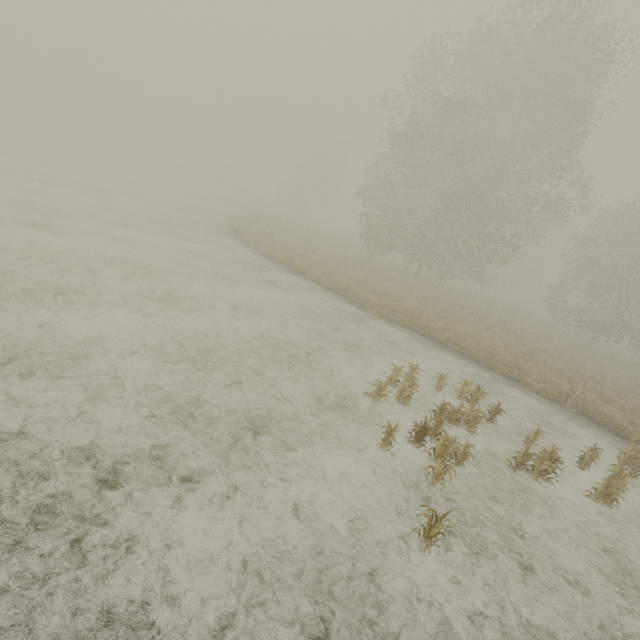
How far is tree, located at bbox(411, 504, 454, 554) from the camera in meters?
4.0

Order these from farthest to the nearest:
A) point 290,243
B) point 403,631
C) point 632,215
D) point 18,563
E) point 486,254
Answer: point 486,254 < point 632,215 < point 290,243 < point 403,631 < point 18,563

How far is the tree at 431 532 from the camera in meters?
4.0
